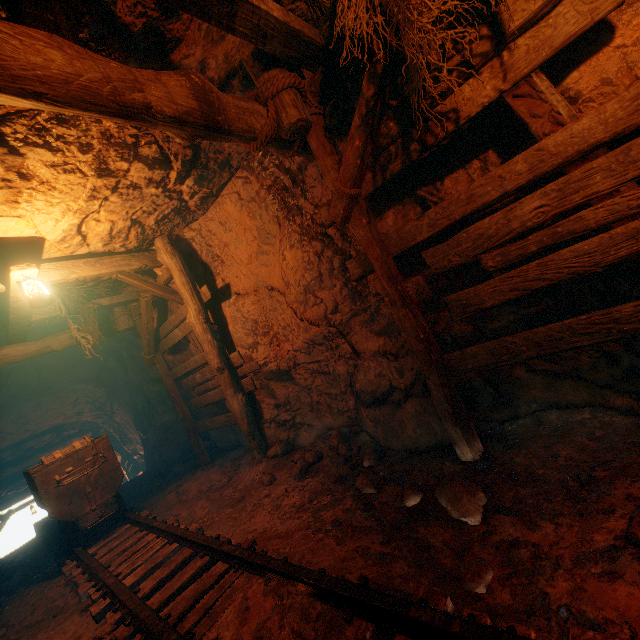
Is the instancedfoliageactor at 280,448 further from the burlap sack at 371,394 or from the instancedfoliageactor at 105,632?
the instancedfoliageactor at 105,632

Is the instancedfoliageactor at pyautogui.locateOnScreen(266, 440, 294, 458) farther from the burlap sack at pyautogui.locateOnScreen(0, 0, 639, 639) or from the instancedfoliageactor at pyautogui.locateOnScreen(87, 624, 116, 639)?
the instancedfoliageactor at pyautogui.locateOnScreen(87, 624, 116, 639)

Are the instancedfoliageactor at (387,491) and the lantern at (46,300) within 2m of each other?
no

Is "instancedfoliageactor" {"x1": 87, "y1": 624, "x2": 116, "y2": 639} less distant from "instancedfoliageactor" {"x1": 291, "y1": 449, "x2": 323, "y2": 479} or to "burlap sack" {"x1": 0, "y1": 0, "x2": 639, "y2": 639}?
"burlap sack" {"x1": 0, "y1": 0, "x2": 639, "y2": 639}

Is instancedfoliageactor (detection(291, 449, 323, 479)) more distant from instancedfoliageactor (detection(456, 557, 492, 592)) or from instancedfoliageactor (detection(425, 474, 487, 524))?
instancedfoliageactor (detection(456, 557, 492, 592))

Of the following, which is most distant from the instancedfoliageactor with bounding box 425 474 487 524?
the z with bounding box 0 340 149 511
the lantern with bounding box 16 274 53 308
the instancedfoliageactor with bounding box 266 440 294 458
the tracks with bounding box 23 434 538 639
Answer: the z with bounding box 0 340 149 511

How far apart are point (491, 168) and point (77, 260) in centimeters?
574cm

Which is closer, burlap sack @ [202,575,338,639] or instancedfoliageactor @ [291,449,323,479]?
burlap sack @ [202,575,338,639]
